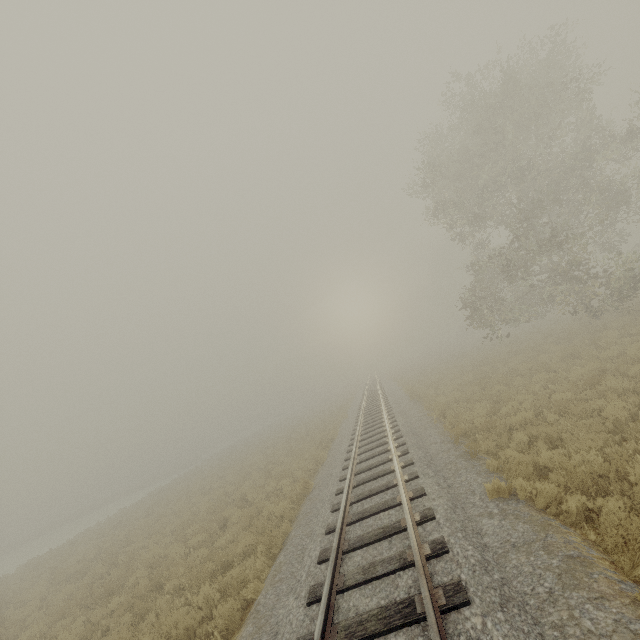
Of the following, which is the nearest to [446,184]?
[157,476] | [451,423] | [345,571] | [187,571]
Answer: [451,423]
